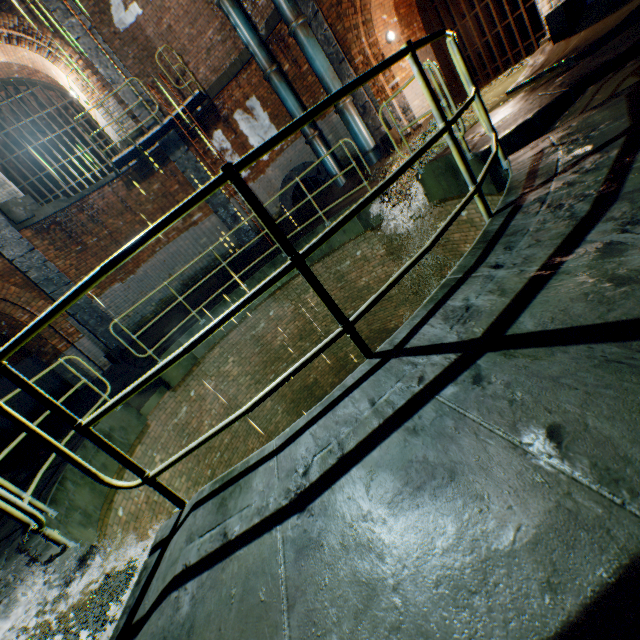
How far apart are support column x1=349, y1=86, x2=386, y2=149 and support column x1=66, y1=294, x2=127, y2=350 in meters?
9.3 m

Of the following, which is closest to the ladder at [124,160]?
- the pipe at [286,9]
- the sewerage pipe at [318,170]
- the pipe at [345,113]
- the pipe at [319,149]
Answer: the sewerage pipe at [318,170]

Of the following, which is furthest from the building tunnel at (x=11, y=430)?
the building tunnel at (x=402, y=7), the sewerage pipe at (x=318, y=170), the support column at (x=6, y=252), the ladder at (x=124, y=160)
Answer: the building tunnel at (x=402, y=7)

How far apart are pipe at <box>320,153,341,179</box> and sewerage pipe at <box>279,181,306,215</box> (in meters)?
0.18

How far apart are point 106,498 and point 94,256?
7.68m

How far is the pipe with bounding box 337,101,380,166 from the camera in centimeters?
898cm

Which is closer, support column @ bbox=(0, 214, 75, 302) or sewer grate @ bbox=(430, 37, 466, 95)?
support column @ bbox=(0, 214, 75, 302)

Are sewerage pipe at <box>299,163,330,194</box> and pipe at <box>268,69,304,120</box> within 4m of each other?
yes
